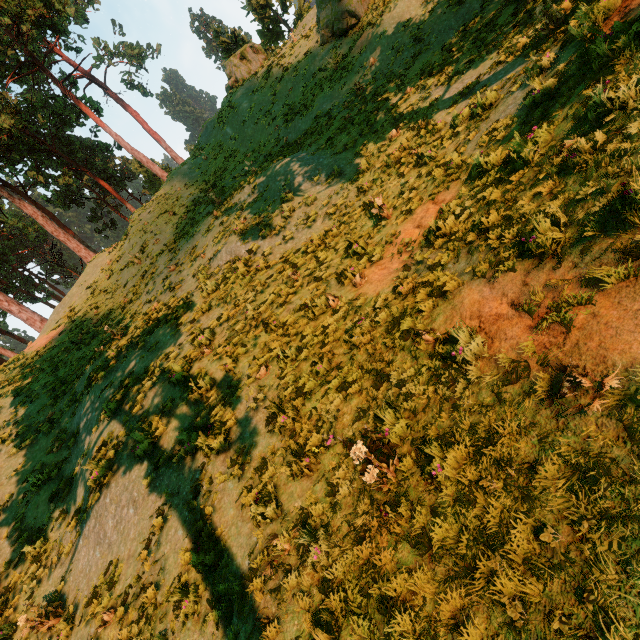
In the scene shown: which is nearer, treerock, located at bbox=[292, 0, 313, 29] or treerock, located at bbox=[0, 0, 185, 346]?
treerock, located at bbox=[292, 0, 313, 29]

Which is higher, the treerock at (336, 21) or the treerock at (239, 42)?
the treerock at (239, 42)

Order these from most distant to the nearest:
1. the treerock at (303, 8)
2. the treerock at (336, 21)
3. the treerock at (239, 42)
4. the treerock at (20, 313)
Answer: the treerock at (239, 42) → the treerock at (20, 313) → the treerock at (303, 8) → the treerock at (336, 21)

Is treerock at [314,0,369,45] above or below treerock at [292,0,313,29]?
below

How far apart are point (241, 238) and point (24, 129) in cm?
4291
